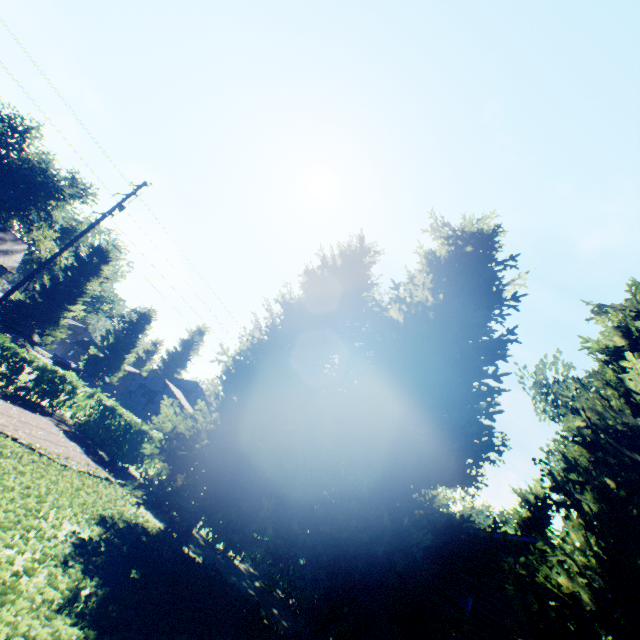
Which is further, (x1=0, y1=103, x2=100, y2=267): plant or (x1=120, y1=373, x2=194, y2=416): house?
(x1=120, y1=373, x2=194, y2=416): house

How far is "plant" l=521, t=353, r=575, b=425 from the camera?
17.7 meters

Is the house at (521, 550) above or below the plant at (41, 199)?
below

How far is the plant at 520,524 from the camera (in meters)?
42.47

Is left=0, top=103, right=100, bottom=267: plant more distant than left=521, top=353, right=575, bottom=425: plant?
Yes

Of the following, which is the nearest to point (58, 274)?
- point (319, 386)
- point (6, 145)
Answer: point (6, 145)

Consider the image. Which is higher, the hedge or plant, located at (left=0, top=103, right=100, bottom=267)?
plant, located at (left=0, top=103, right=100, bottom=267)
